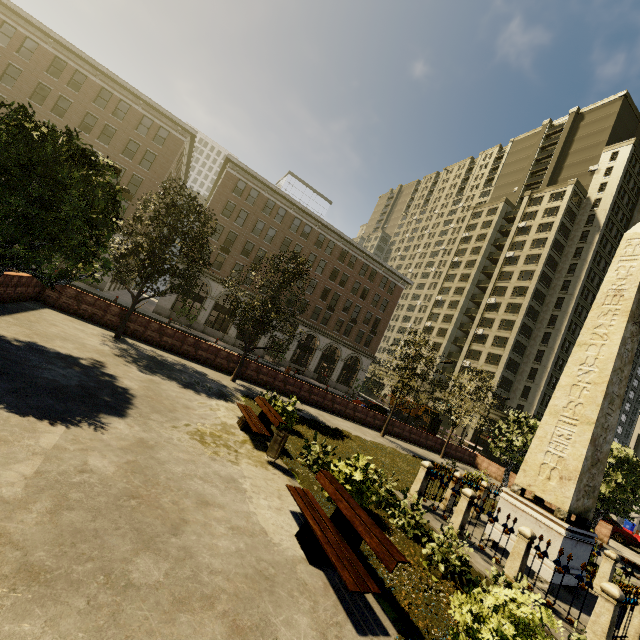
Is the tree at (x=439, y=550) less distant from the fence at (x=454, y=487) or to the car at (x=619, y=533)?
the fence at (x=454, y=487)

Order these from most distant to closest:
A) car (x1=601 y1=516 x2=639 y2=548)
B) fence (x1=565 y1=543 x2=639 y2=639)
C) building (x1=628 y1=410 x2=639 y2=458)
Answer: building (x1=628 y1=410 x2=639 y2=458) → car (x1=601 y1=516 x2=639 y2=548) → fence (x1=565 y1=543 x2=639 y2=639)

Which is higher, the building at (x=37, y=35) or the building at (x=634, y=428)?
the building at (x=37, y=35)

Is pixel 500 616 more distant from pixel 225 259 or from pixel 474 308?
pixel 474 308

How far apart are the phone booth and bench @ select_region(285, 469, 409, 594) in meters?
22.7

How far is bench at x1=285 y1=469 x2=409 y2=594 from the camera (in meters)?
4.83

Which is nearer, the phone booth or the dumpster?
the dumpster

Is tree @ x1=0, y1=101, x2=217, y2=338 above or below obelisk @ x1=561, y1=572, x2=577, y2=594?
above
